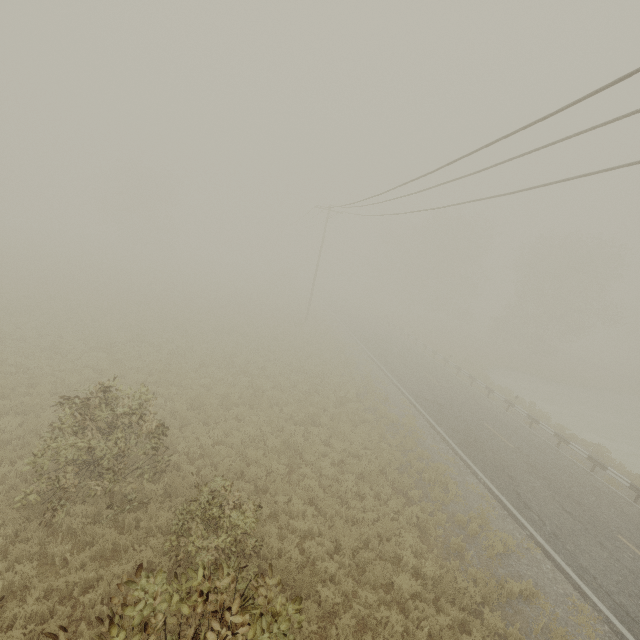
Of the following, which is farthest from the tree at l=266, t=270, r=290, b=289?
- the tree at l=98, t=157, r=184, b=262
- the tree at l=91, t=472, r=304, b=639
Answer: the tree at l=91, t=472, r=304, b=639

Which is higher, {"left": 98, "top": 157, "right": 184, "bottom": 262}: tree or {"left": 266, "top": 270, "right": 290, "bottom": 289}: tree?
{"left": 98, "top": 157, "right": 184, "bottom": 262}: tree

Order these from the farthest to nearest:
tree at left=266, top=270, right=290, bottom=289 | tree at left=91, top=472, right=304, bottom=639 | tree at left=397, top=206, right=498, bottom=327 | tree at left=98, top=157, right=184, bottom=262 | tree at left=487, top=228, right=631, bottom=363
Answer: tree at left=266, top=270, right=290, bottom=289, tree at left=98, top=157, right=184, bottom=262, tree at left=397, top=206, right=498, bottom=327, tree at left=487, top=228, right=631, bottom=363, tree at left=91, top=472, right=304, bottom=639

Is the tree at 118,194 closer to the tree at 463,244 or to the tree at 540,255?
the tree at 463,244

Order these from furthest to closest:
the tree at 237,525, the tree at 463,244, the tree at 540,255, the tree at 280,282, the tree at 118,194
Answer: the tree at 280,282 < the tree at 118,194 < the tree at 463,244 < the tree at 540,255 < the tree at 237,525

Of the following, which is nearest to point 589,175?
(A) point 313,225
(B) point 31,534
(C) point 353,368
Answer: (B) point 31,534

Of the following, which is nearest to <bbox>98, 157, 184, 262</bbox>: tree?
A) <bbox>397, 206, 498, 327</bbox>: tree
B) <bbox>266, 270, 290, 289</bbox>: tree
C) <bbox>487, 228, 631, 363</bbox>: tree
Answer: <bbox>266, 270, 290, 289</bbox>: tree

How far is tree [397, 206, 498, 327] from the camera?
47.3m
